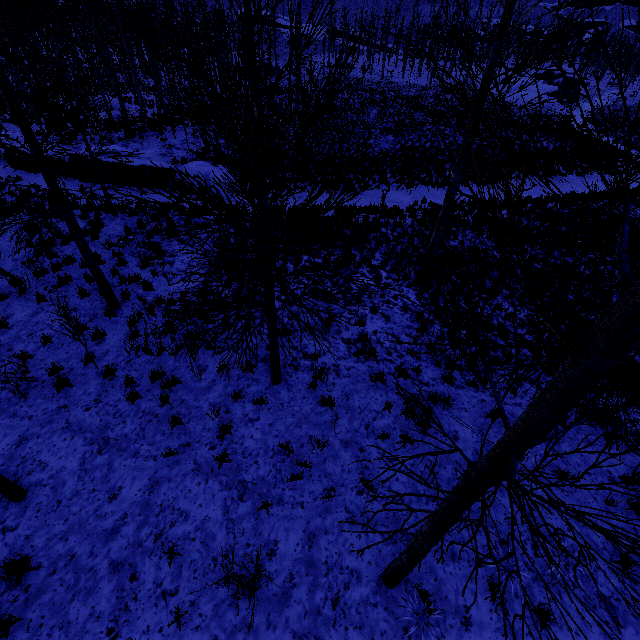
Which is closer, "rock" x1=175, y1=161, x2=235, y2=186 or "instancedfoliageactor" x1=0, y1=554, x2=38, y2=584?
"instancedfoliageactor" x1=0, y1=554, x2=38, y2=584

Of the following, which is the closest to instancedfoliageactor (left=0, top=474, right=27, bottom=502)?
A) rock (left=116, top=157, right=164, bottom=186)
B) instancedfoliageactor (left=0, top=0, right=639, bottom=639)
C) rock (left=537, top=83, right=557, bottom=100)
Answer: instancedfoliageactor (left=0, top=0, right=639, bottom=639)

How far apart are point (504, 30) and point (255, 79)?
6.4m

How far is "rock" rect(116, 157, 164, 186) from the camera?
16.67m

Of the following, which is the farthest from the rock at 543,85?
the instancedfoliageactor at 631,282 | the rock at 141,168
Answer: the rock at 141,168

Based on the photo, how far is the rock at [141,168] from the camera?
16.67m

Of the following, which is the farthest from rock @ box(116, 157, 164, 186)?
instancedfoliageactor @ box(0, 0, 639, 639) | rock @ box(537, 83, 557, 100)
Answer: rock @ box(537, 83, 557, 100)

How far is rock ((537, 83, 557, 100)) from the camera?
55.8m
